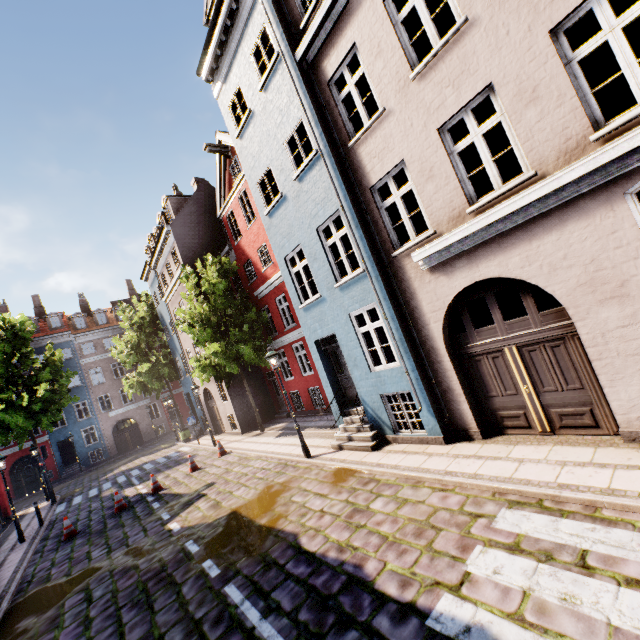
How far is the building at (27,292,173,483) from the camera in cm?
3150

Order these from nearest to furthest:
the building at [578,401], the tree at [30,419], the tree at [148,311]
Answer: the building at [578,401]
the tree at [30,419]
the tree at [148,311]

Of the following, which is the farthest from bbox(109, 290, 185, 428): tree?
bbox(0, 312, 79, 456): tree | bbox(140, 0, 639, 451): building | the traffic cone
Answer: the traffic cone

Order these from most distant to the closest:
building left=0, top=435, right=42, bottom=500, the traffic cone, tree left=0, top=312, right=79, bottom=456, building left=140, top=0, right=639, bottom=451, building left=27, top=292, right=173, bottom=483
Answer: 1. building left=27, top=292, right=173, bottom=483
2. building left=0, top=435, right=42, bottom=500
3. tree left=0, top=312, right=79, bottom=456
4. the traffic cone
5. building left=140, top=0, right=639, bottom=451

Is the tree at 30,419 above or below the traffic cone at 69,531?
above

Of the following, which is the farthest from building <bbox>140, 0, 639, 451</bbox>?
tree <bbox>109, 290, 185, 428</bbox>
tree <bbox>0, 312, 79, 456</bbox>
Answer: tree <bbox>0, 312, 79, 456</bbox>

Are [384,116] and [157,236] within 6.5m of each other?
no
